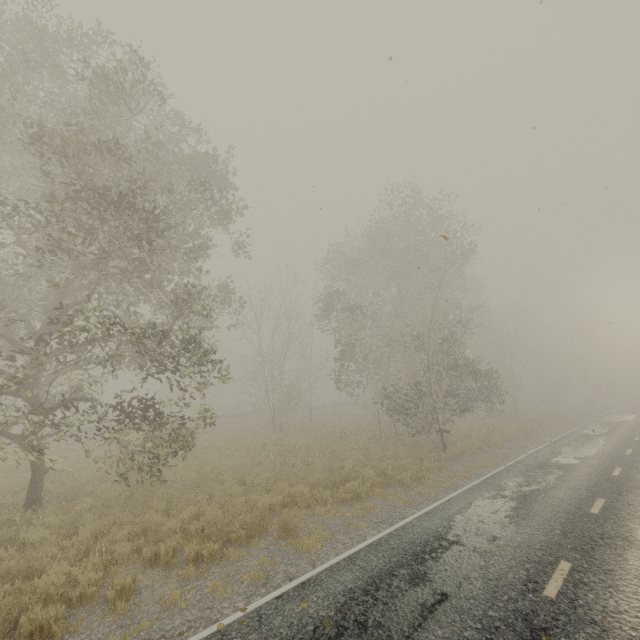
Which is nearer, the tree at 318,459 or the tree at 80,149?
the tree at 80,149

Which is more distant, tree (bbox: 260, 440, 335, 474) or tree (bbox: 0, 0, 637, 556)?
tree (bbox: 260, 440, 335, 474)

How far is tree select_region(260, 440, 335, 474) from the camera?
14.7m

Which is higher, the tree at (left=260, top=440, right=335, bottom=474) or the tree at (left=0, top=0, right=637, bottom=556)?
the tree at (left=0, top=0, right=637, bottom=556)

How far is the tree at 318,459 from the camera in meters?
14.7

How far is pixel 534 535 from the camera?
7.7 meters
